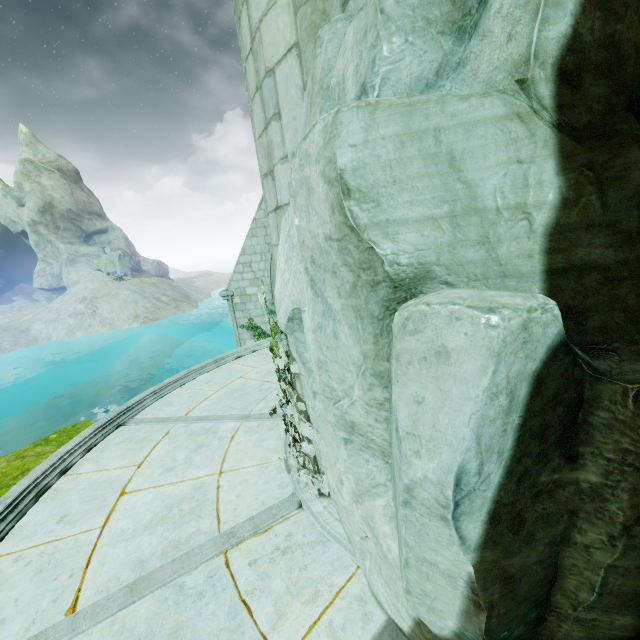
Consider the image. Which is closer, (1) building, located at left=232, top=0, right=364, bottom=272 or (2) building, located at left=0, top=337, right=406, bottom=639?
(1) building, located at left=232, top=0, right=364, bottom=272

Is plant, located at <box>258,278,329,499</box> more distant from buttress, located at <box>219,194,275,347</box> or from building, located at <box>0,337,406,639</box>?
buttress, located at <box>219,194,275,347</box>

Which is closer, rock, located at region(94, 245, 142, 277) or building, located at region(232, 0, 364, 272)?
building, located at region(232, 0, 364, 272)

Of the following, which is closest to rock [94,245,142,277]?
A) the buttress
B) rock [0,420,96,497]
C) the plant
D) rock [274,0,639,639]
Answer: rock [0,420,96,497]

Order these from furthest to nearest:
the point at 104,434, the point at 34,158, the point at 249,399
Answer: the point at 34,158
the point at 249,399
the point at 104,434

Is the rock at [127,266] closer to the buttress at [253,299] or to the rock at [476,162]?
the buttress at [253,299]

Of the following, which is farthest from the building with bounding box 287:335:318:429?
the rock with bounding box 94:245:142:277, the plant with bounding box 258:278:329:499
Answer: the rock with bounding box 94:245:142:277

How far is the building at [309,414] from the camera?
3.85m
